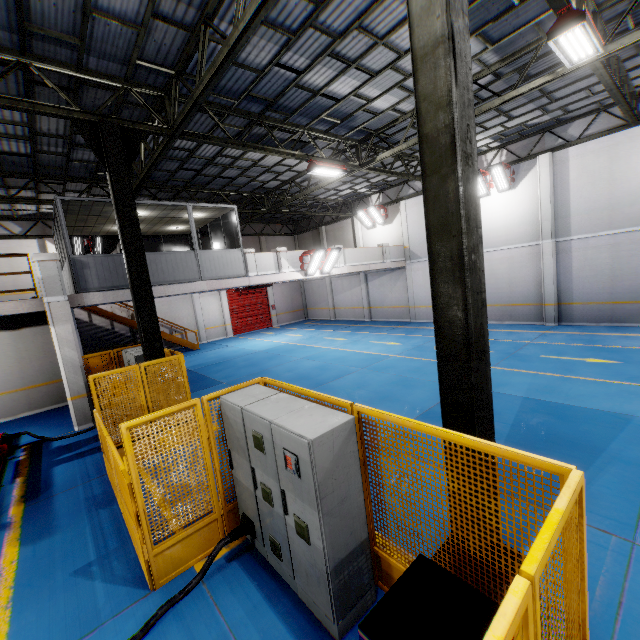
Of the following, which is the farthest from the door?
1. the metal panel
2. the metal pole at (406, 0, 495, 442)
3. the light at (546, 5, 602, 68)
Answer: the metal pole at (406, 0, 495, 442)

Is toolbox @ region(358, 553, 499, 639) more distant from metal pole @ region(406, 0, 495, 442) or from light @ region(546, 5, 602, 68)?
light @ region(546, 5, 602, 68)

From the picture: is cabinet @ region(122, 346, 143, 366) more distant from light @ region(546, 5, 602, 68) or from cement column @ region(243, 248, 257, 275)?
light @ region(546, 5, 602, 68)

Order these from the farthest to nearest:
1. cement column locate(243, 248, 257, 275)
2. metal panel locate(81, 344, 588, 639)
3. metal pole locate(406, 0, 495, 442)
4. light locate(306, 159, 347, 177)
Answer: cement column locate(243, 248, 257, 275), light locate(306, 159, 347, 177), metal pole locate(406, 0, 495, 442), metal panel locate(81, 344, 588, 639)

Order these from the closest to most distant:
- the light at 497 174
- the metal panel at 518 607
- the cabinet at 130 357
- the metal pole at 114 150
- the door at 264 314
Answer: the metal panel at 518 607 < the metal pole at 114 150 < the cabinet at 130 357 < the light at 497 174 < the door at 264 314

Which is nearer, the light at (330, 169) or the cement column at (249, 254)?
the light at (330, 169)

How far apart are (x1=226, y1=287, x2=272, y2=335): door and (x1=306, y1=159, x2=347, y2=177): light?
15.4 meters

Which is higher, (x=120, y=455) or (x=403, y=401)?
(x=120, y=455)
